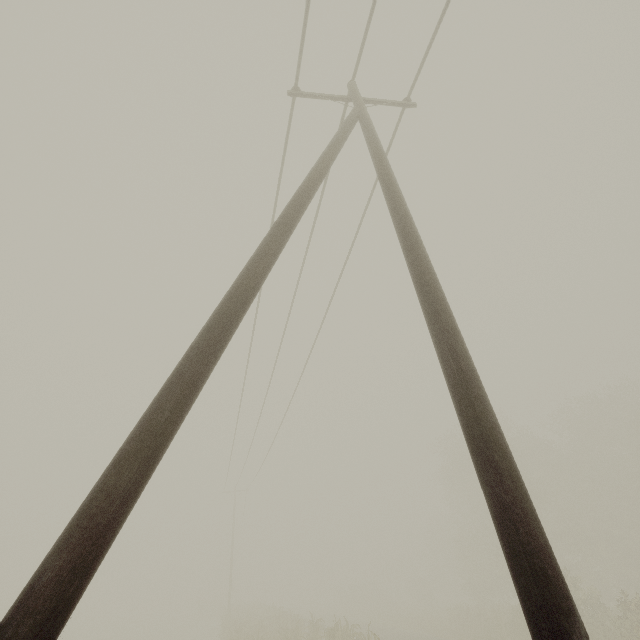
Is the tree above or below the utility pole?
below

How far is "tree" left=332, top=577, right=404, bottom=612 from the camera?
45.7 meters

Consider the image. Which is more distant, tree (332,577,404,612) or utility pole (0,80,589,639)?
tree (332,577,404,612)

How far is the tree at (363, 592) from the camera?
45.7 meters

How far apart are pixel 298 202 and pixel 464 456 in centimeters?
3836cm

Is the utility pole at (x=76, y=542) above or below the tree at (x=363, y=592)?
above
